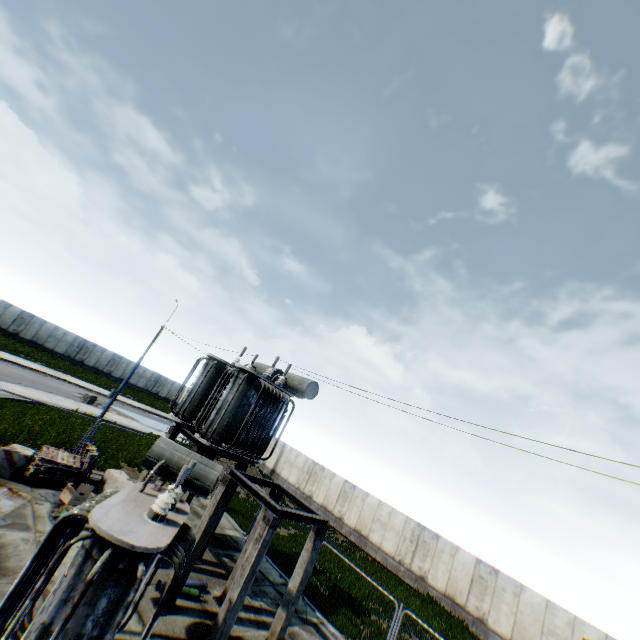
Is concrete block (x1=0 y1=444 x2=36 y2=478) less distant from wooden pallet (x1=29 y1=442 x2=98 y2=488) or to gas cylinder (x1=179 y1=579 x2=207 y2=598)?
wooden pallet (x1=29 y1=442 x2=98 y2=488)

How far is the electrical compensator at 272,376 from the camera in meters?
11.0 m

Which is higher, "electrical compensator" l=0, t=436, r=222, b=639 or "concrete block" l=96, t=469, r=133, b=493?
"electrical compensator" l=0, t=436, r=222, b=639

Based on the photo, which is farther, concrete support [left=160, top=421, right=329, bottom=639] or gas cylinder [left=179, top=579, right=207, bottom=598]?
gas cylinder [left=179, top=579, right=207, bottom=598]

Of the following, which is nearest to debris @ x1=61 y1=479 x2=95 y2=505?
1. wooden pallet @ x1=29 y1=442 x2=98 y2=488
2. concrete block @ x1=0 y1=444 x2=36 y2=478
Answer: wooden pallet @ x1=29 y1=442 x2=98 y2=488

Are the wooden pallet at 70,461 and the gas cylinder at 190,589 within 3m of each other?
no

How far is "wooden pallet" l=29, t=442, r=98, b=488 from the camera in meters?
11.3 m

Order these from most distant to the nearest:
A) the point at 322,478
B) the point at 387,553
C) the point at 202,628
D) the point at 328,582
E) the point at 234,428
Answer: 1. the point at 322,478
2. the point at 387,553
3. the point at 328,582
4. the point at 234,428
5. the point at 202,628
